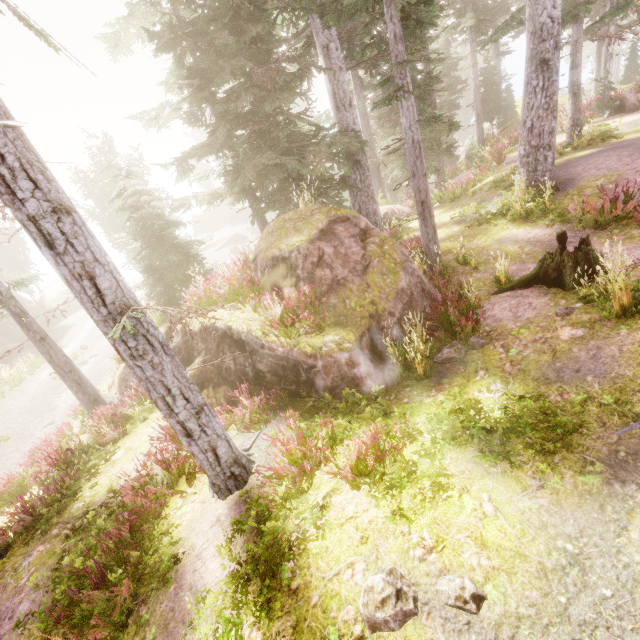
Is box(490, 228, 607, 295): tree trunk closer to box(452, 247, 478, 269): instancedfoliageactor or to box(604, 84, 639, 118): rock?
box(452, 247, 478, 269): instancedfoliageactor

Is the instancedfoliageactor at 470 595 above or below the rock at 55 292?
above

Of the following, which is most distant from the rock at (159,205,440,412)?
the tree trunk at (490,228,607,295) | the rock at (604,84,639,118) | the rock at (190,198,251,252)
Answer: the rock at (190,198,251,252)

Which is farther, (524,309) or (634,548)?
(524,309)

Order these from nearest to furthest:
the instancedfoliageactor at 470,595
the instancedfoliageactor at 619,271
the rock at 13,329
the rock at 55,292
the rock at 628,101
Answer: the instancedfoliageactor at 470,595 → the instancedfoliageactor at 619,271 → the rock at 628,101 → the rock at 13,329 → the rock at 55,292

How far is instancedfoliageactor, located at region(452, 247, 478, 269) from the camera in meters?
9.9

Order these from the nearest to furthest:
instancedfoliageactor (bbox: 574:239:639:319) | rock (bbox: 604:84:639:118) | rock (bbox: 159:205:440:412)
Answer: instancedfoliageactor (bbox: 574:239:639:319), rock (bbox: 159:205:440:412), rock (bbox: 604:84:639:118)
